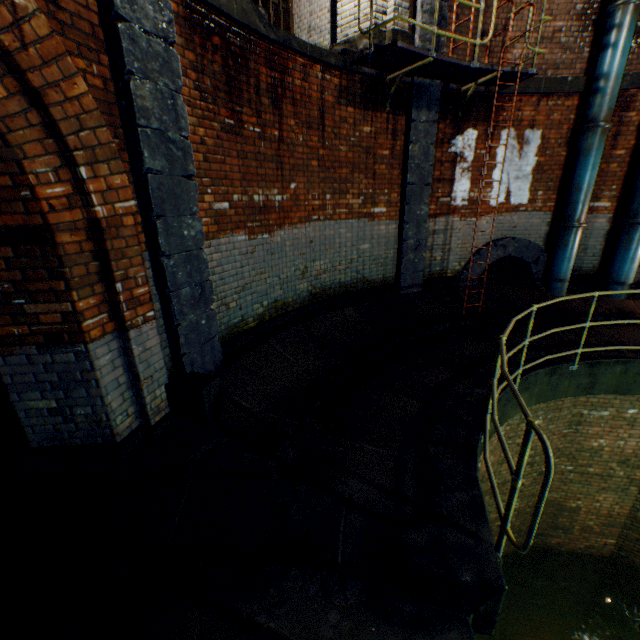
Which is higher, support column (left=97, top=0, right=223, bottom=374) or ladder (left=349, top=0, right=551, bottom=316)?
ladder (left=349, top=0, right=551, bottom=316)

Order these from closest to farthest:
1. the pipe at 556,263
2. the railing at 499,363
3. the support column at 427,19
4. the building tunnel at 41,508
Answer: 1. the railing at 499,363
2. the building tunnel at 41,508
3. the support column at 427,19
4. the pipe at 556,263

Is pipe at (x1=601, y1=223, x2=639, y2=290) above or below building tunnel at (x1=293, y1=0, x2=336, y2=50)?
below

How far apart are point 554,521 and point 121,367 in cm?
920

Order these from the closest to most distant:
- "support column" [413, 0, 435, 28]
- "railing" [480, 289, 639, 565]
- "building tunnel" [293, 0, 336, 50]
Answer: "railing" [480, 289, 639, 565] < "support column" [413, 0, 435, 28] < "building tunnel" [293, 0, 336, 50]

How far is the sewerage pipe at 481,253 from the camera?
7.95m

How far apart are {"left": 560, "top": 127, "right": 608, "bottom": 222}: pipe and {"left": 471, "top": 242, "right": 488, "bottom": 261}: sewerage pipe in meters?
0.7 m
